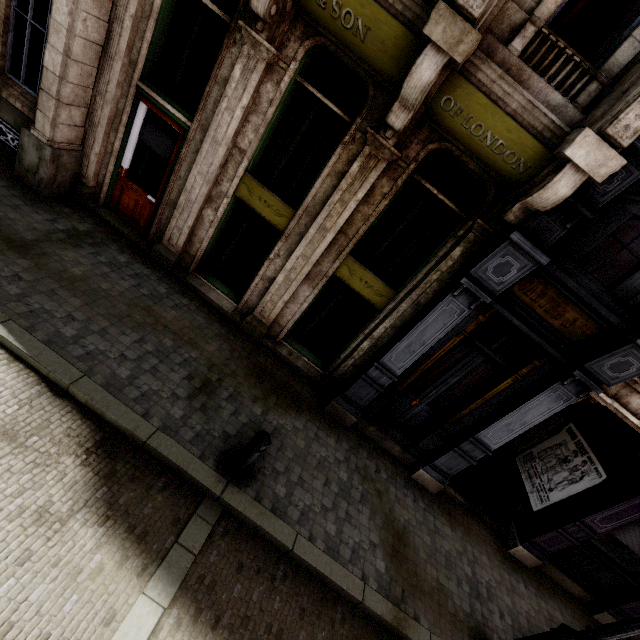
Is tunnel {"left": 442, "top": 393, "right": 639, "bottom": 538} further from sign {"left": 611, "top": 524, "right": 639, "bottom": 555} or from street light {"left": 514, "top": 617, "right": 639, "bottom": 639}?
street light {"left": 514, "top": 617, "right": 639, "bottom": 639}

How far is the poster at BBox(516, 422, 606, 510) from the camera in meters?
6.9

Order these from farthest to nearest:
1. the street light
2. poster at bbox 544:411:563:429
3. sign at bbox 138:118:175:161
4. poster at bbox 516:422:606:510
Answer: poster at bbox 544:411:563:429 → poster at bbox 516:422:606:510 → sign at bbox 138:118:175:161 → the street light

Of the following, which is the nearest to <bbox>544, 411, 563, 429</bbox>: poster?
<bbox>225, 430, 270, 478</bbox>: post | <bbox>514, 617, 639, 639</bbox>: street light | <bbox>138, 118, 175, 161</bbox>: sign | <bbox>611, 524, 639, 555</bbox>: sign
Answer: <bbox>611, 524, 639, 555</bbox>: sign

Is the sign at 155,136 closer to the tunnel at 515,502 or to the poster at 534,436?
the tunnel at 515,502

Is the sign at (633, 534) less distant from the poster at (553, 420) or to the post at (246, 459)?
the poster at (553, 420)

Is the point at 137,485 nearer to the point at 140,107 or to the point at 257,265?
the point at 257,265

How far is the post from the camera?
4.3m
